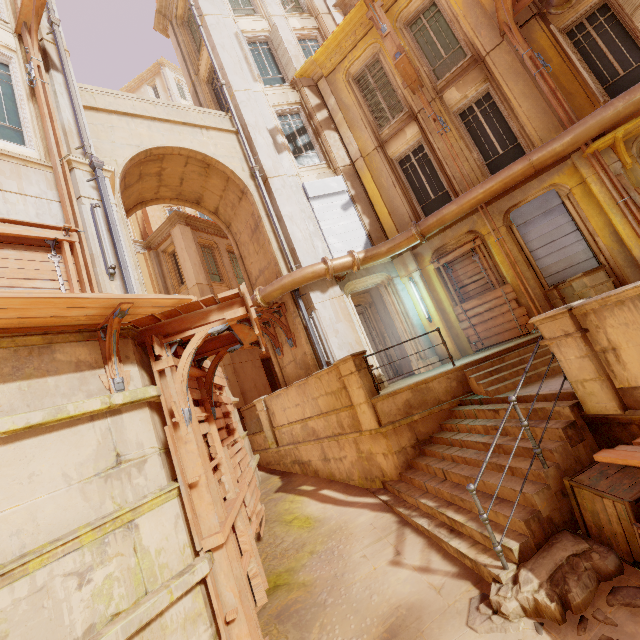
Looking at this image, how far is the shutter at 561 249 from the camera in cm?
855

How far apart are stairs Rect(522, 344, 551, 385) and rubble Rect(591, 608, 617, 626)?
2.4m

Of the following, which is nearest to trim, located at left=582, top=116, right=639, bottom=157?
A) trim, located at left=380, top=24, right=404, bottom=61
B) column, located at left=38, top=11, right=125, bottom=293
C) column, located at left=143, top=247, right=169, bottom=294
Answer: trim, located at left=380, top=24, right=404, bottom=61

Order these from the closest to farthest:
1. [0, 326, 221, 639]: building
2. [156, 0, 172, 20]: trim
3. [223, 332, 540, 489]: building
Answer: [0, 326, 221, 639]: building
[223, 332, 540, 489]: building
[156, 0, 172, 20]: trim

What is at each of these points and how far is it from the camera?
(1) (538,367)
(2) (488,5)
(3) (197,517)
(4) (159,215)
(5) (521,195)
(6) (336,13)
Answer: (1) stairs, 6.54m
(2) column, 9.18m
(3) wood, 4.07m
(4) window, 24.73m
(5) column, 9.04m
(6) column, 14.06m

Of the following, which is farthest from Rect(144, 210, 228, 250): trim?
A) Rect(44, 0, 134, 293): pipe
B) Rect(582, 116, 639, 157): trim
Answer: Rect(582, 116, 639, 157): trim

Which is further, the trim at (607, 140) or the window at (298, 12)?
the window at (298, 12)

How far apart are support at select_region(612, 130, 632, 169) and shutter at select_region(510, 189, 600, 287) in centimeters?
130cm
